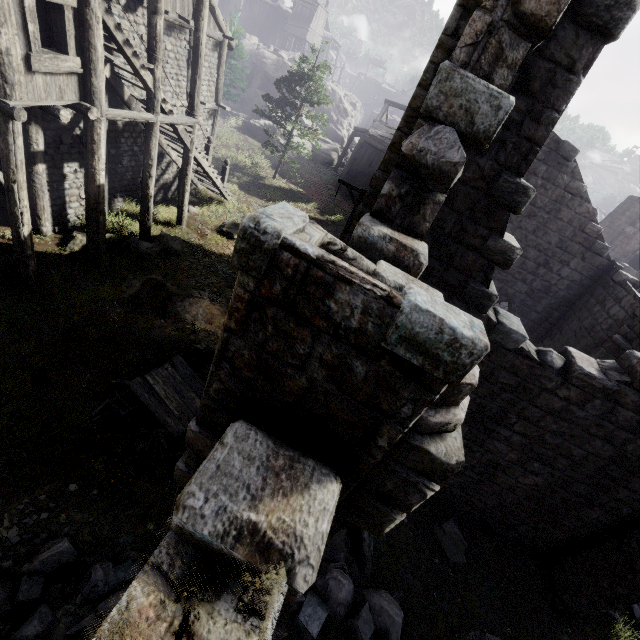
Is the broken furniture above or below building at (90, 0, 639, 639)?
below

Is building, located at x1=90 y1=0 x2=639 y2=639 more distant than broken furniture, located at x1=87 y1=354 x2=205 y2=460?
No

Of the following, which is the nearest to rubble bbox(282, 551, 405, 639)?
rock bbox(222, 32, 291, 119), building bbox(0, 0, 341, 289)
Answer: building bbox(0, 0, 341, 289)

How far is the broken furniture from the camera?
7.8m

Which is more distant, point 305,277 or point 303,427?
point 303,427

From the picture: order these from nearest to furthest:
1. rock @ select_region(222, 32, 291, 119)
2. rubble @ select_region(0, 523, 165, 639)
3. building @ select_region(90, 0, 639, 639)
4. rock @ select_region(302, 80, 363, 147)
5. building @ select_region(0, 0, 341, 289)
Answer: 1. building @ select_region(90, 0, 639, 639)
2. rubble @ select_region(0, 523, 165, 639)
3. building @ select_region(0, 0, 341, 289)
4. rock @ select_region(222, 32, 291, 119)
5. rock @ select_region(302, 80, 363, 147)

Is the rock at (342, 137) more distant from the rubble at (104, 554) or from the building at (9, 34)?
the rubble at (104, 554)
